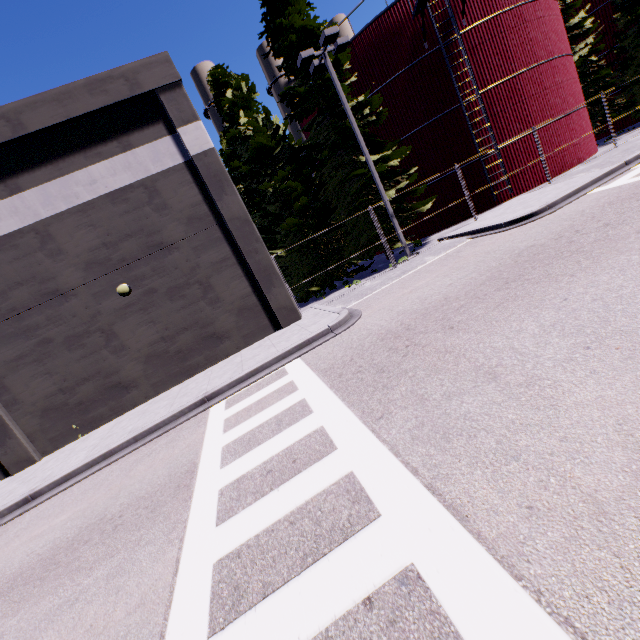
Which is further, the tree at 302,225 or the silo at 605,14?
the silo at 605,14

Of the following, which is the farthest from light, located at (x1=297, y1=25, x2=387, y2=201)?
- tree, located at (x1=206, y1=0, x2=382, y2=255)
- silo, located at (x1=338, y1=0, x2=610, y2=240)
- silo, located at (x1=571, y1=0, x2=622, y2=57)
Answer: silo, located at (x1=571, y1=0, x2=622, y2=57)

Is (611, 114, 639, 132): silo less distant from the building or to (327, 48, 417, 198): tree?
(327, 48, 417, 198): tree

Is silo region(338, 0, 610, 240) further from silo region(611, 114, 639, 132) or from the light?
silo region(611, 114, 639, 132)

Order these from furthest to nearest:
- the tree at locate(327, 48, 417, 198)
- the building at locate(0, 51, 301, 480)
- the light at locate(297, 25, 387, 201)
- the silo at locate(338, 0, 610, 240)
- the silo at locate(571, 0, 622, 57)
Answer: the silo at locate(571, 0, 622, 57) → the silo at locate(338, 0, 610, 240) → the tree at locate(327, 48, 417, 198) → the light at locate(297, 25, 387, 201) → the building at locate(0, 51, 301, 480)

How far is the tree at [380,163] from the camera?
15.9 meters

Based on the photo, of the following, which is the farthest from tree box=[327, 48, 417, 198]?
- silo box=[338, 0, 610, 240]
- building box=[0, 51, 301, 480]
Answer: building box=[0, 51, 301, 480]

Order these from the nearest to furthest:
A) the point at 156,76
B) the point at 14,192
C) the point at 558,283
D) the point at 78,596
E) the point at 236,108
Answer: the point at 78,596
the point at 558,283
the point at 14,192
the point at 156,76
the point at 236,108
